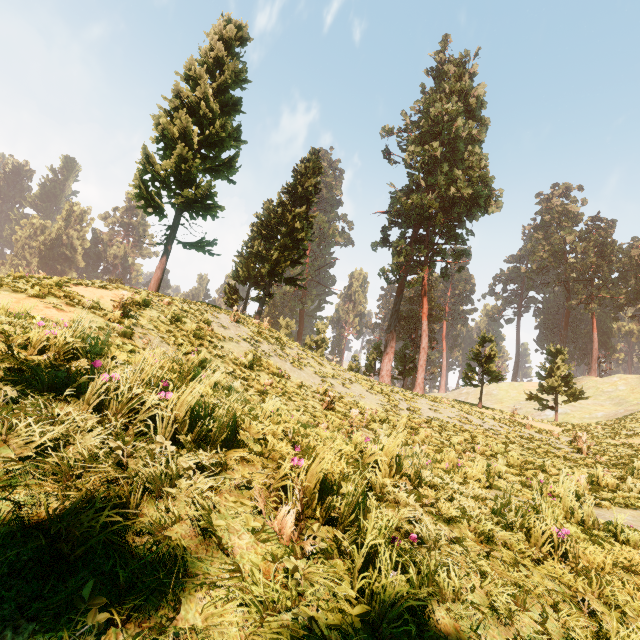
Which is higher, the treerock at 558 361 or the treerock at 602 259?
the treerock at 602 259

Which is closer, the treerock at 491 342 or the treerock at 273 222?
the treerock at 273 222

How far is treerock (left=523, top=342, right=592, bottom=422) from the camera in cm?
3088

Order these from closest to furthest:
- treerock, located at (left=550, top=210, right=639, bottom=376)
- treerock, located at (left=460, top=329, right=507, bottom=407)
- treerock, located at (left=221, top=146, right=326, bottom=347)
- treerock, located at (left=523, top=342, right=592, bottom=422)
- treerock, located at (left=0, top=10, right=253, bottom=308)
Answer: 1. treerock, located at (left=0, top=10, right=253, bottom=308)
2. treerock, located at (left=221, top=146, right=326, bottom=347)
3. treerock, located at (left=460, top=329, right=507, bottom=407)
4. treerock, located at (left=523, top=342, right=592, bottom=422)
5. treerock, located at (left=550, top=210, right=639, bottom=376)

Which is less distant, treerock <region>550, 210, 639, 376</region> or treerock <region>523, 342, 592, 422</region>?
treerock <region>523, 342, 592, 422</region>

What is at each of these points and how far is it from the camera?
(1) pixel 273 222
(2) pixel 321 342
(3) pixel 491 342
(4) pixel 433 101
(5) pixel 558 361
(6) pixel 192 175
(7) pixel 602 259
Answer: (1) treerock, 26.45m
(2) treerock, 40.31m
(3) treerock, 26.03m
(4) treerock, 35.91m
(5) treerock, 31.64m
(6) treerock, 15.27m
(7) treerock, 57.62m
